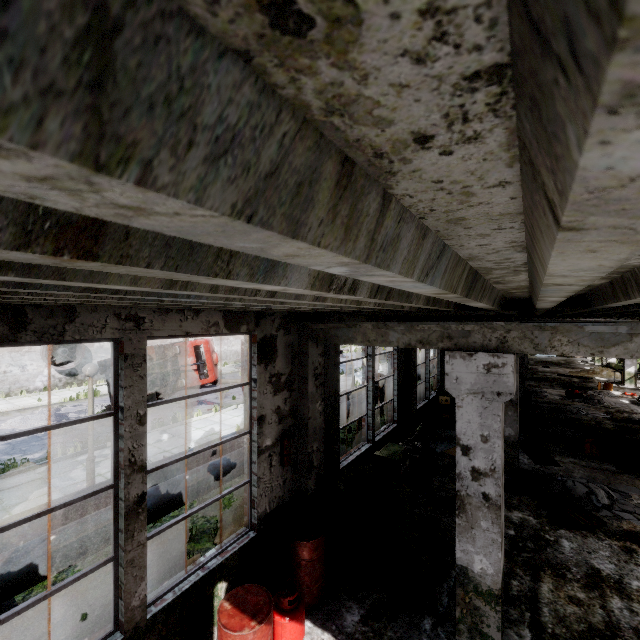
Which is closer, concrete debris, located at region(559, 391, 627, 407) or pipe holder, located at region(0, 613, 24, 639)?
pipe holder, located at region(0, 613, 24, 639)

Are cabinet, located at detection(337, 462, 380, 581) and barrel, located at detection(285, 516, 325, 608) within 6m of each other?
yes

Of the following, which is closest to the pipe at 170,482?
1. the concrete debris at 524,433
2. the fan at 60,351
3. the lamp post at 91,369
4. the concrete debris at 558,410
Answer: the lamp post at 91,369

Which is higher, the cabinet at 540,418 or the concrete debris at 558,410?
the cabinet at 540,418

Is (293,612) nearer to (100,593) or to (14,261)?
(100,593)

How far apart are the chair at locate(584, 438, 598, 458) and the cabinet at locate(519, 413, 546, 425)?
1.2 meters

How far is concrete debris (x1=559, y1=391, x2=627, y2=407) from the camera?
16.3m

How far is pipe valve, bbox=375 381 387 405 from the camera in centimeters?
1389cm
